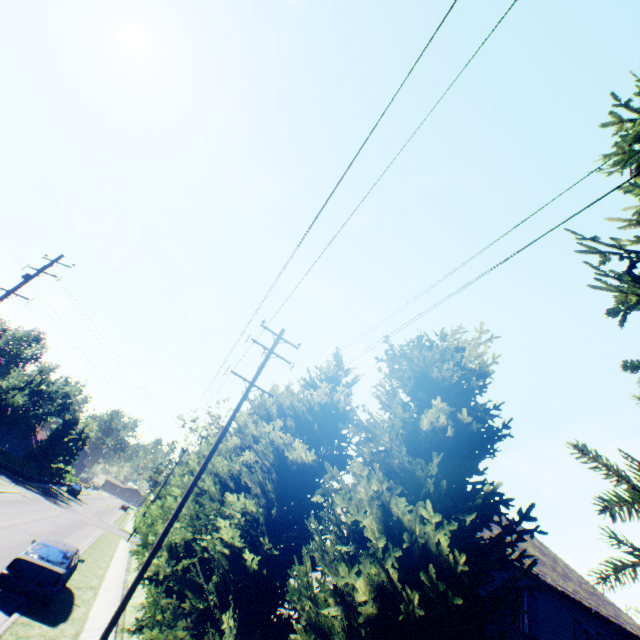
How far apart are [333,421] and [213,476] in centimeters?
1158cm

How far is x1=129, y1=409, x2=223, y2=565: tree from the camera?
16.88m

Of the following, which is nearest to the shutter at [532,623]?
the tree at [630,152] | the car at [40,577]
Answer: the tree at [630,152]

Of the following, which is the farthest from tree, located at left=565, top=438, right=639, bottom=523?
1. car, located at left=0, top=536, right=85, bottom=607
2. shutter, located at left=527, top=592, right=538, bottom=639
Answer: shutter, located at left=527, top=592, right=538, bottom=639

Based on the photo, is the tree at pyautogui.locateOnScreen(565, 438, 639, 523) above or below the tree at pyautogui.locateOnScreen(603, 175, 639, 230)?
below

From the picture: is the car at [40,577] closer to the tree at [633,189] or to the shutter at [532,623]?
the tree at [633,189]

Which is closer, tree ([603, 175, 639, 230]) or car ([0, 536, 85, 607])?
tree ([603, 175, 639, 230])
